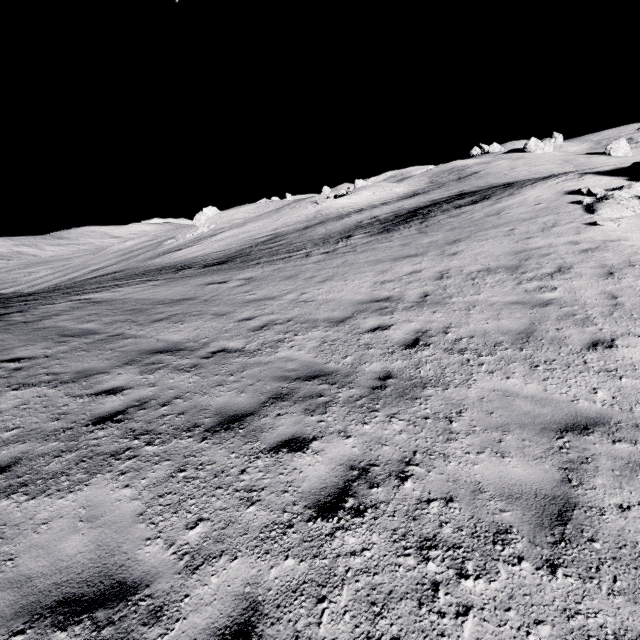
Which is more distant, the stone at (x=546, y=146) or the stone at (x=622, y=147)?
the stone at (x=546, y=146)

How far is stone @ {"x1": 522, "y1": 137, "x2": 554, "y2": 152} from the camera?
58.0m

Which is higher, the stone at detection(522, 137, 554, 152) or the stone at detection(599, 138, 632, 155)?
the stone at detection(522, 137, 554, 152)

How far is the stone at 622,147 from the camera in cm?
4831

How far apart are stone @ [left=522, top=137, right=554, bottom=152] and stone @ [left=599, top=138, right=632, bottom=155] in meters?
10.5 m

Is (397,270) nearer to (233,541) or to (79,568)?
(233,541)

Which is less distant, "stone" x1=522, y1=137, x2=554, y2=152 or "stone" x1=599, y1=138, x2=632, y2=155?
"stone" x1=599, y1=138, x2=632, y2=155

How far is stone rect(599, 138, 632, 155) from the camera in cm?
4831
